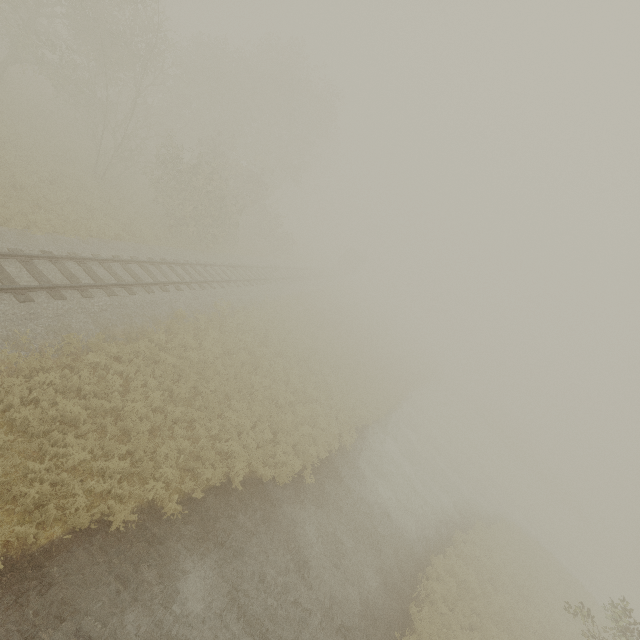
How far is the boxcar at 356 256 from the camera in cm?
5866

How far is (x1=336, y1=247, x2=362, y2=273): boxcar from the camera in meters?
58.7

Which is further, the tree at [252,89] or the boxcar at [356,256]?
the boxcar at [356,256]

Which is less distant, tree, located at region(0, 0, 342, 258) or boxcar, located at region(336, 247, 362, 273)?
tree, located at region(0, 0, 342, 258)

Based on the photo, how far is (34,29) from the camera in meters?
16.9 m
